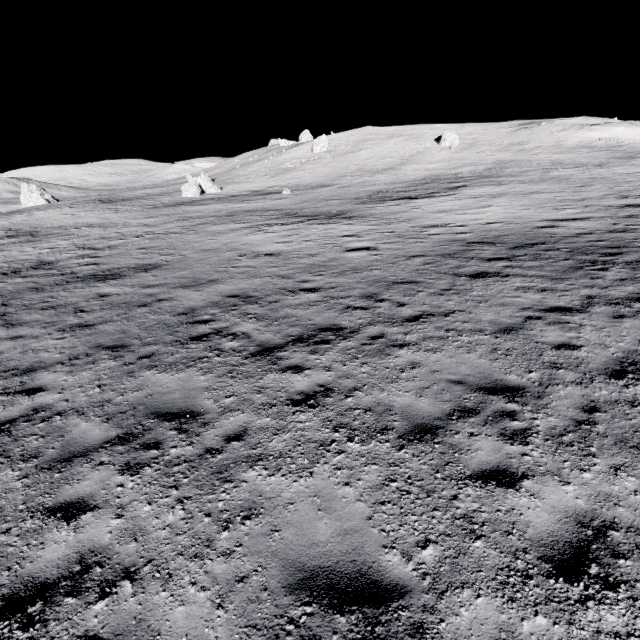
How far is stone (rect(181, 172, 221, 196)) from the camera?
47.6 meters

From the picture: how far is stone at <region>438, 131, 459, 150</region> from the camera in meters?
55.0

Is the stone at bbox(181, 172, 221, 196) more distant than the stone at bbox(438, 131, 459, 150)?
No

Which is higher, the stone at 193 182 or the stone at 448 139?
the stone at 448 139

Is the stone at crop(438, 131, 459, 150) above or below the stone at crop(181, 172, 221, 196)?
above

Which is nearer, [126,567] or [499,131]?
[126,567]

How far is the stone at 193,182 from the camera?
47.6 meters
